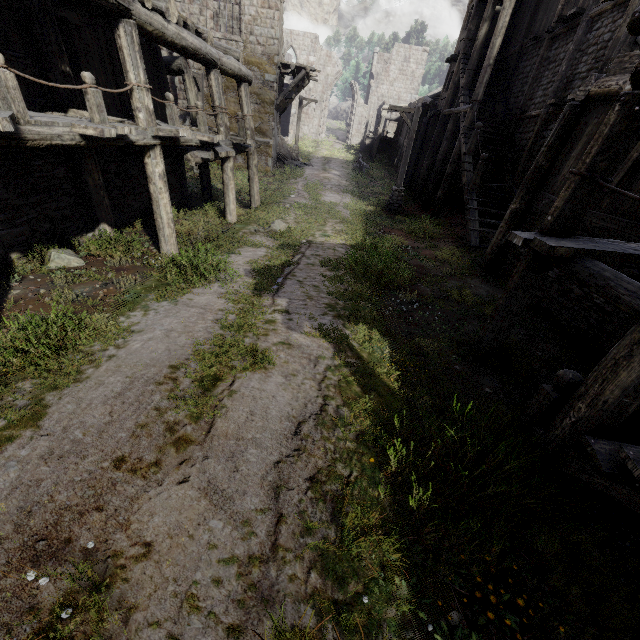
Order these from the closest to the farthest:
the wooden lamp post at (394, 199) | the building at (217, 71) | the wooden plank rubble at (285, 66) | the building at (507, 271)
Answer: the building at (507, 271) → the building at (217, 71) → the wooden lamp post at (394, 199) → the wooden plank rubble at (285, 66)

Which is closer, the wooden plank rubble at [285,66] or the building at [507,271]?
the building at [507,271]

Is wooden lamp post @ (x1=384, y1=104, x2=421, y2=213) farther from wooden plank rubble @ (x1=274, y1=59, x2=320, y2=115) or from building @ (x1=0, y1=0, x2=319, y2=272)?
wooden plank rubble @ (x1=274, y1=59, x2=320, y2=115)

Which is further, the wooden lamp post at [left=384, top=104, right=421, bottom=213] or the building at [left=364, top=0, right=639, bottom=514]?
the wooden lamp post at [left=384, top=104, right=421, bottom=213]

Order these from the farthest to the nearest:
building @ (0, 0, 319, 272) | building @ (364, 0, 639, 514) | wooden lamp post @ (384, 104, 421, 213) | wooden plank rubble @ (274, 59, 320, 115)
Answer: wooden plank rubble @ (274, 59, 320, 115), wooden lamp post @ (384, 104, 421, 213), building @ (0, 0, 319, 272), building @ (364, 0, 639, 514)

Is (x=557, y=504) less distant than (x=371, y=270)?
Yes
